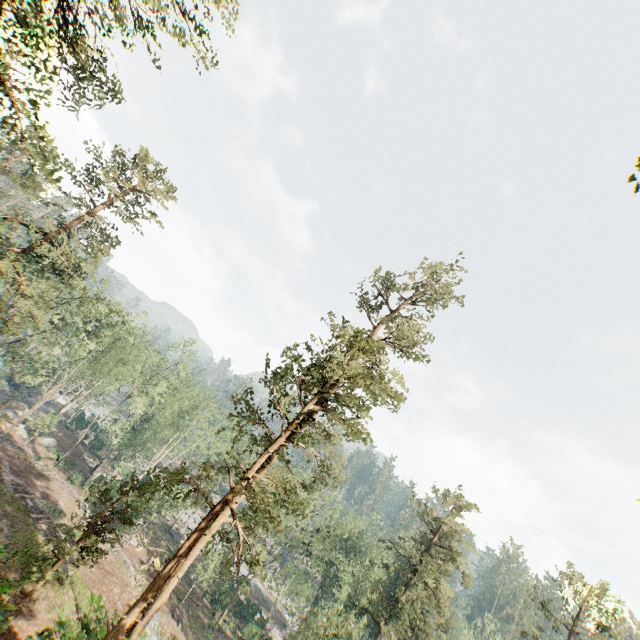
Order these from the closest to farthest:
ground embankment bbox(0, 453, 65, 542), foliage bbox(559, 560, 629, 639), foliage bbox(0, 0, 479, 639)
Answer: foliage bbox(0, 0, 479, 639) → ground embankment bbox(0, 453, 65, 542) → foliage bbox(559, 560, 629, 639)

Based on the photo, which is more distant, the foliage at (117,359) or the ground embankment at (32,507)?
the ground embankment at (32,507)

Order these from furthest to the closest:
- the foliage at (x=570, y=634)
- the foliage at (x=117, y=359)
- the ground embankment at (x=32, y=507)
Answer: the foliage at (x=570, y=634), the ground embankment at (x=32, y=507), the foliage at (x=117, y=359)

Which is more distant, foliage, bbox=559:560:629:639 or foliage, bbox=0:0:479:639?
foliage, bbox=559:560:629:639

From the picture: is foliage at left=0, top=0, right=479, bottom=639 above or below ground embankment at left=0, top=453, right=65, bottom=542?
above

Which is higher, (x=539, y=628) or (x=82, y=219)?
(x=82, y=219)

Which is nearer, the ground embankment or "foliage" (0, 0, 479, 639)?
"foliage" (0, 0, 479, 639)
